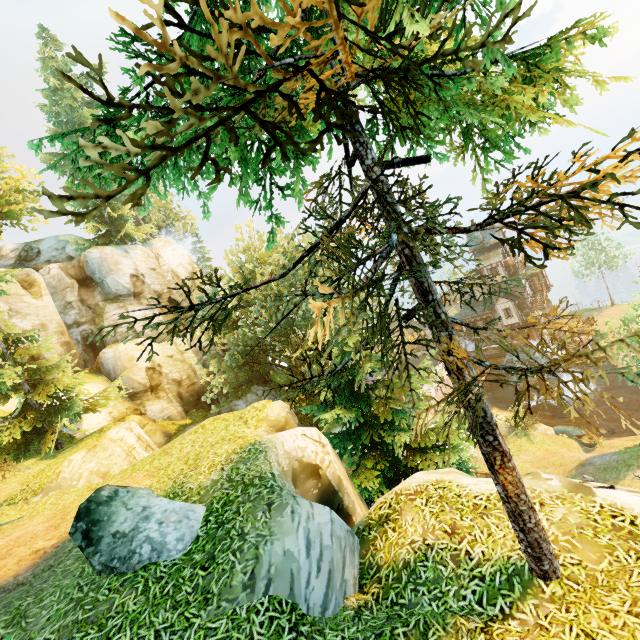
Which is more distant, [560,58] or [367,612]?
[367,612]

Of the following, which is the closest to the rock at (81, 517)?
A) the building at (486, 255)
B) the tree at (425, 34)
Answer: the tree at (425, 34)

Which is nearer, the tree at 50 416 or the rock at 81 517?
the rock at 81 517

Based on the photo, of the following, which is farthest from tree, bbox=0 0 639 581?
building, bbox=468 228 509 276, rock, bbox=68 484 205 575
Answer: building, bbox=468 228 509 276

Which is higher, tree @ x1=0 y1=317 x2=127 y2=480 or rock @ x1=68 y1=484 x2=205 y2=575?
tree @ x1=0 y1=317 x2=127 y2=480

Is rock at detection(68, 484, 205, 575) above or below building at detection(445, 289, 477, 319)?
above

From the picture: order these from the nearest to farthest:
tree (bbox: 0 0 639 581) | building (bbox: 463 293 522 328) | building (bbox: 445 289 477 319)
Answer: tree (bbox: 0 0 639 581)
building (bbox: 463 293 522 328)
building (bbox: 445 289 477 319)

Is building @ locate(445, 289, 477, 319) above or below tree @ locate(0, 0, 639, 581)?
below
